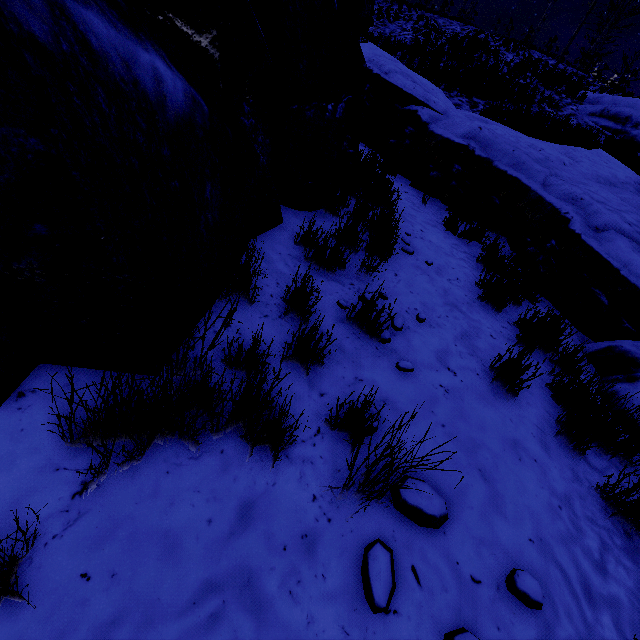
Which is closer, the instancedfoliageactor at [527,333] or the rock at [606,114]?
the instancedfoliageactor at [527,333]

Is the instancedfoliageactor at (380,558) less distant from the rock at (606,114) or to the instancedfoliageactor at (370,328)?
the instancedfoliageactor at (370,328)

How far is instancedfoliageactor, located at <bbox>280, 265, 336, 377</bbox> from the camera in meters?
2.0

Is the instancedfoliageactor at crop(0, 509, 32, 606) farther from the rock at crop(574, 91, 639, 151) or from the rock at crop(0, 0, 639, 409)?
the rock at crop(574, 91, 639, 151)

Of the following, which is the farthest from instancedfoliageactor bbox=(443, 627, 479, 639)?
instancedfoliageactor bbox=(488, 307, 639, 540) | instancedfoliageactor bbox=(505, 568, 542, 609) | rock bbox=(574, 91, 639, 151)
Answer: rock bbox=(574, 91, 639, 151)

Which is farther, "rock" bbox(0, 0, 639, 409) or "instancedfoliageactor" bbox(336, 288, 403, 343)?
"instancedfoliageactor" bbox(336, 288, 403, 343)

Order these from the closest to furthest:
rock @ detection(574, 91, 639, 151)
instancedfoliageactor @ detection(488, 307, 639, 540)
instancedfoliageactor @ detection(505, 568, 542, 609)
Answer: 1. instancedfoliageactor @ detection(505, 568, 542, 609)
2. instancedfoliageactor @ detection(488, 307, 639, 540)
3. rock @ detection(574, 91, 639, 151)

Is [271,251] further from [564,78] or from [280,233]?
[564,78]
